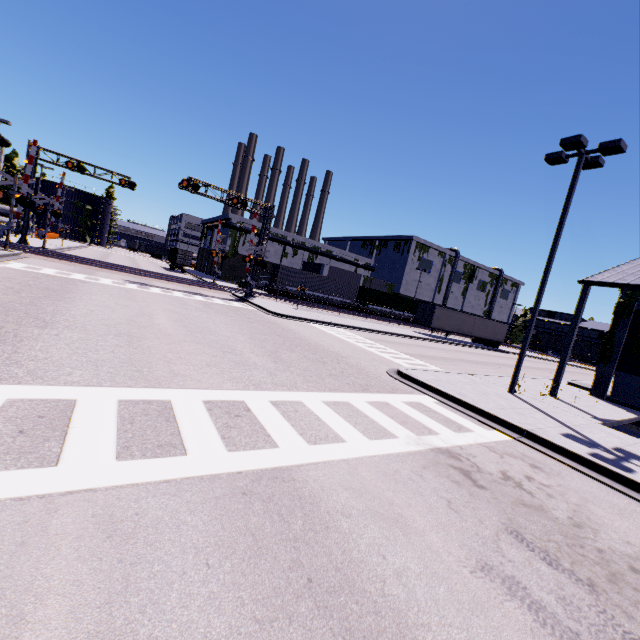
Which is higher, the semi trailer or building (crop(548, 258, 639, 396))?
building (crop(548, 258, 639, 396))

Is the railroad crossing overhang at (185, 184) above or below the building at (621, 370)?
above

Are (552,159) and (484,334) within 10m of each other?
no

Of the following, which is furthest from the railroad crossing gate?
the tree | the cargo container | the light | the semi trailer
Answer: the tree

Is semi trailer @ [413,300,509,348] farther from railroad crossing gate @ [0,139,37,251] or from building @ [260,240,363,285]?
A: railroad crossing gate @ [0,139,37,251]

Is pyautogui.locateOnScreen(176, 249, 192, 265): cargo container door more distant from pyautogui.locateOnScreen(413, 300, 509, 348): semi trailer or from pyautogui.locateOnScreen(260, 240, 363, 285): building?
pyautogui.locateOnScreen(413, 300, 509, 348): semi trailer

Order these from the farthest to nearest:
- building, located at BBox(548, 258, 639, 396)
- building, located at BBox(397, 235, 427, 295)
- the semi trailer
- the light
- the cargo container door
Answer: building, located at BBox(397, 235, 427, 295) < the cargo container door < the semi trailer < building, located at BBox(548, 258, 639, 396) < the light

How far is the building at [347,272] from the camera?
53.69m
